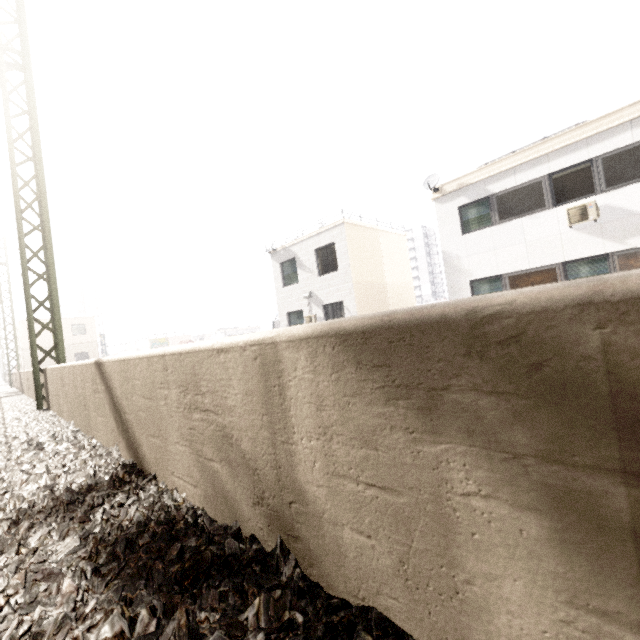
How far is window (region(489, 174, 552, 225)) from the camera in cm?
1083

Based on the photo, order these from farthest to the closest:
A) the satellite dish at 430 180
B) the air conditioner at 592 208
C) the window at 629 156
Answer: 1. the satellite dish at 430 180
2. the air conditioner at 592 208
3. the window at 629 156

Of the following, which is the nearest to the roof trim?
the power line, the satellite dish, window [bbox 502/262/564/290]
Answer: the satellite dish

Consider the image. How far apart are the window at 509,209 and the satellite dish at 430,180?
1.95m

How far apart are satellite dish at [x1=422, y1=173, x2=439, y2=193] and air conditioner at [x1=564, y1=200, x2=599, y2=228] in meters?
4.5 m

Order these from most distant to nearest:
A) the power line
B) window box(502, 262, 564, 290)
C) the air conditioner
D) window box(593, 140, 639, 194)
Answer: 1. window box(502, 262, 564, 290)
2. the air conditioner
3. window box(593, 140, 639, 194)
4. the power line

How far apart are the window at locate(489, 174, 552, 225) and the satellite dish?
2.0 meters

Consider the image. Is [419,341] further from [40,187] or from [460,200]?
[460,200]
